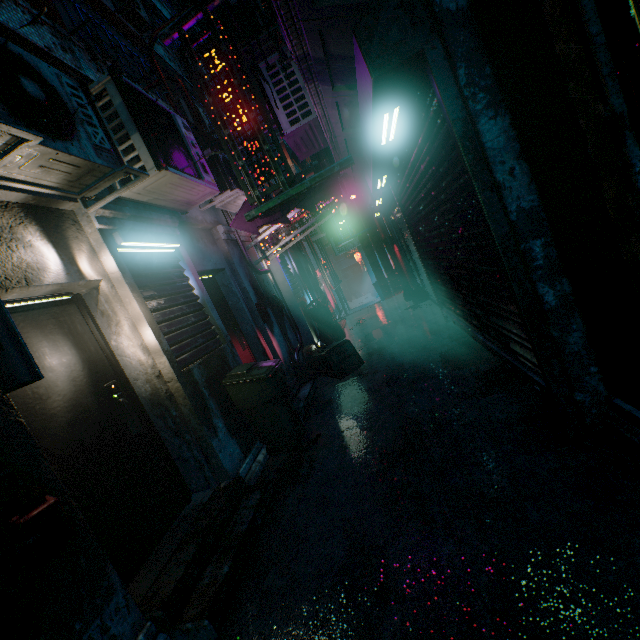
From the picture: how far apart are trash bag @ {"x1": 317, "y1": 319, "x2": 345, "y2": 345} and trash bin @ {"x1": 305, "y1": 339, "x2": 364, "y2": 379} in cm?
172

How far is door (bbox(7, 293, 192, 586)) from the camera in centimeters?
215cm

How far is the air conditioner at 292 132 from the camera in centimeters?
404cm

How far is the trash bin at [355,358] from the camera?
5.1 meters

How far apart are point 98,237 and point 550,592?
3.7m

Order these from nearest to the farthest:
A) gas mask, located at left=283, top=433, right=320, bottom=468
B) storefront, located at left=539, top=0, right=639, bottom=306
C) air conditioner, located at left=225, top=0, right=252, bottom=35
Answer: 1. storefront, located at left=539, top=0, right=639, bottom=306
2. gas mask, located at left=283, top=433, right=320, bottom=468
3. air conditioner, located at left=225, top=0, right=252, bottom=35

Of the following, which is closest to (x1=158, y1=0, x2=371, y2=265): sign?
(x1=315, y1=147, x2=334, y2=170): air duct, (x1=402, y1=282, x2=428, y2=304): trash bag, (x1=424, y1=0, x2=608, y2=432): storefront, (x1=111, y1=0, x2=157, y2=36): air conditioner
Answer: (x1=315, y1=147, x2=334, y2=170): air duct

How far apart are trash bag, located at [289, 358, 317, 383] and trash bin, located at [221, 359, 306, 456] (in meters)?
1.40
